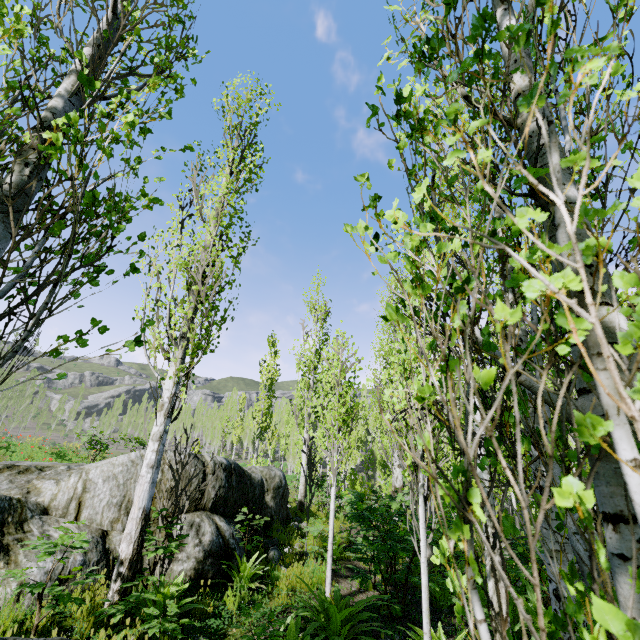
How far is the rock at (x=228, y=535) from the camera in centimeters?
577cm

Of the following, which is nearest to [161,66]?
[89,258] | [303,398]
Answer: [89,258]

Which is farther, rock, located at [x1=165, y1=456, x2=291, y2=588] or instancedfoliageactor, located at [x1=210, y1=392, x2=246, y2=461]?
instancedfoliageactor, located at [x1=210, y1=392, x2=246, y2=461]

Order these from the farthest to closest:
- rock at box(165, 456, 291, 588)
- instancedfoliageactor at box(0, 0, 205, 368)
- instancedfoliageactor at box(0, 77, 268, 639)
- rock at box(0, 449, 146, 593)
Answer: rock at box(165, 456, 291, 588) → rock at box(0, 449, 146, 593) → instancedfoliageactor at box(0, 77, 268, 639) → instancedfoliageactor at box(0, 0, 205, 368)

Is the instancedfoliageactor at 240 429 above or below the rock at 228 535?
above

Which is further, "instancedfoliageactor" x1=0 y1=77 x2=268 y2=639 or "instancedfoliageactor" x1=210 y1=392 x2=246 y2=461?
"instancedfoliageactor" x1=210 y1=392 x2=246 y2=461

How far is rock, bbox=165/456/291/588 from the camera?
5.8m
